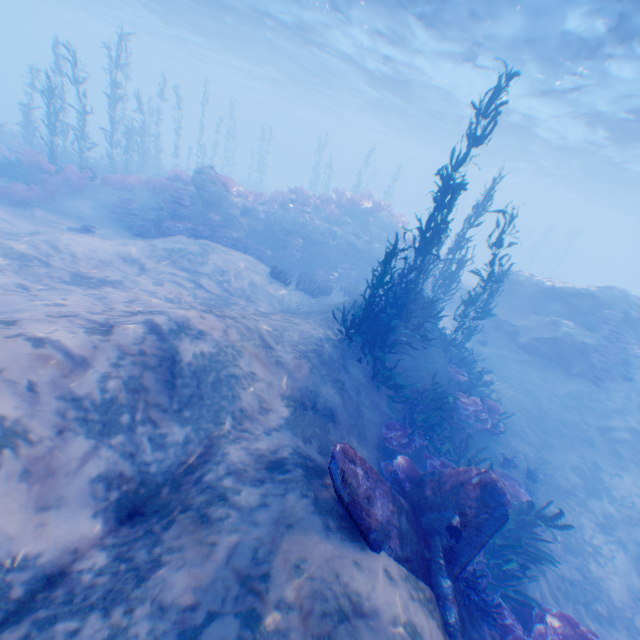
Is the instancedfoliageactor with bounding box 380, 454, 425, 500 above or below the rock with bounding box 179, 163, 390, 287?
below

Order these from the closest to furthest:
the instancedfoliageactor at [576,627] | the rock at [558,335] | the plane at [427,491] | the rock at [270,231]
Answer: the plane at [427,491], the instancedfoliageactor at [576,627], the rock at [558,335], the rock at [270,231]

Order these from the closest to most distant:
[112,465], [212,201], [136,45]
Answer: [112,465] → [212,201] → [136,45]

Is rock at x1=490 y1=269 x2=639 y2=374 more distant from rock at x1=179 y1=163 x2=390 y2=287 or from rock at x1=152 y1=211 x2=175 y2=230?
rock at x1=152 y1=211 x2=175 y2=230

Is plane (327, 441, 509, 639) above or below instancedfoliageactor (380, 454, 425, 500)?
above

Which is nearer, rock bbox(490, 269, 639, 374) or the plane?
the plane

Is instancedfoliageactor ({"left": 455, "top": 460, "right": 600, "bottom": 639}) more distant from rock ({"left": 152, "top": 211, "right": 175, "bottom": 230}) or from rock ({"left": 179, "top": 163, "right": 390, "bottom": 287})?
rock ({"left": 152, "top": 211, "right": 175, "bottom": 230})

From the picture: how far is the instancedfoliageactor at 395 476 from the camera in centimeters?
657cm
